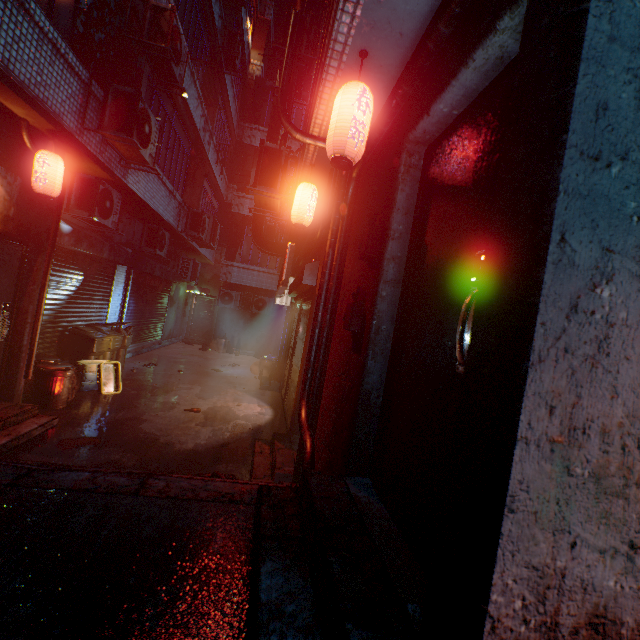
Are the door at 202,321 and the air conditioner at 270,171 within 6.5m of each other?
no

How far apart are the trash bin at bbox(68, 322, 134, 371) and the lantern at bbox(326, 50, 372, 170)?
6.0 meters

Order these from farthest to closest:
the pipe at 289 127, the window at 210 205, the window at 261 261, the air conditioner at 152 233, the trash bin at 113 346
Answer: the window at 261 261, the window at 210 205, the air conditioner at 152 233, the trash bin at 113 346, the pipe at 289 127

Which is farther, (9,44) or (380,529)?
(9,44)

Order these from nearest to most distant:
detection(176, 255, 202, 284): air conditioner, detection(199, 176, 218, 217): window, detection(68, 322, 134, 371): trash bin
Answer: detection(68, 322, 134, 371): trash bin, detection(199, 176, 218, 217): window, detection(176, 255, 202, 284): air conditioner

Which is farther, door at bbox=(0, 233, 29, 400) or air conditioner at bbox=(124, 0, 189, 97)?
air conditioner at bbox=(124, 0, 189, 97)

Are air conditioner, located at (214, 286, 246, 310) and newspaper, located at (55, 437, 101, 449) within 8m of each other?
no

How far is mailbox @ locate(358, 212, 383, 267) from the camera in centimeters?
207cm
